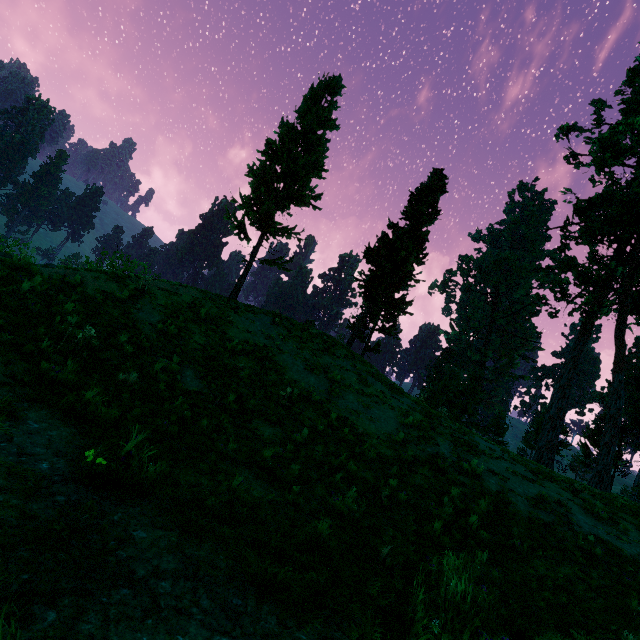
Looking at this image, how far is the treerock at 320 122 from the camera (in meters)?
18.58

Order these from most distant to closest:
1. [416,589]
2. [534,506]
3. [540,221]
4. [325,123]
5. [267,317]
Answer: [540,221], [325,123], [267,317], [534,506], [416,589]

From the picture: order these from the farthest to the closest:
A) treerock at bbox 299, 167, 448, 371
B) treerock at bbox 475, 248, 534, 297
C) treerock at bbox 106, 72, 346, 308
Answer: treerock at bbox 475, 248, 534, 297 < treerock at bbox 299, 167, 448, 371 < treerock at bbox 106, 72, 346, 308

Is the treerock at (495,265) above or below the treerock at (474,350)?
above

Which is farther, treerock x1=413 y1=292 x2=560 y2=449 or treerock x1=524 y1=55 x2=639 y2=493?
treerock x1=413 y1=292 x2=560 y2=449

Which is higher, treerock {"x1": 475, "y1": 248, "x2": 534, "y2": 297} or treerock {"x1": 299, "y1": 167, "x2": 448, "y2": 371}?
treerock {"x1": 475, "y1": 248, "x2": 534, "y2": 297}

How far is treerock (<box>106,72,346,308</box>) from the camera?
18.58m
